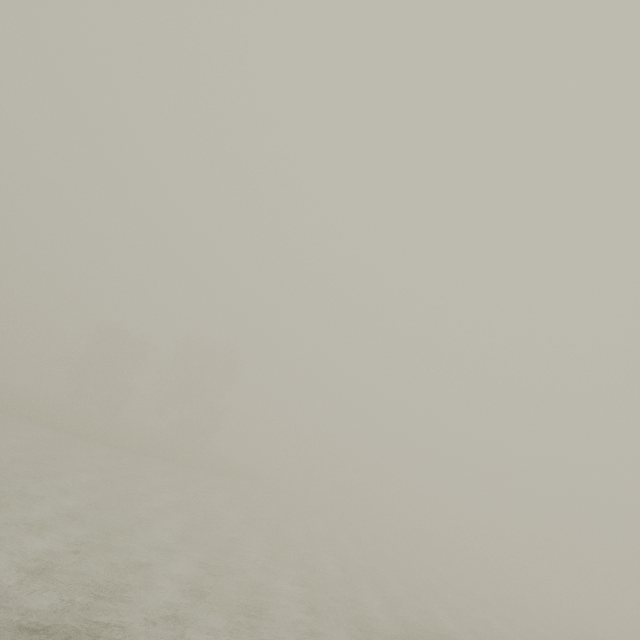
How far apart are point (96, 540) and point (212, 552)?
5.43m
